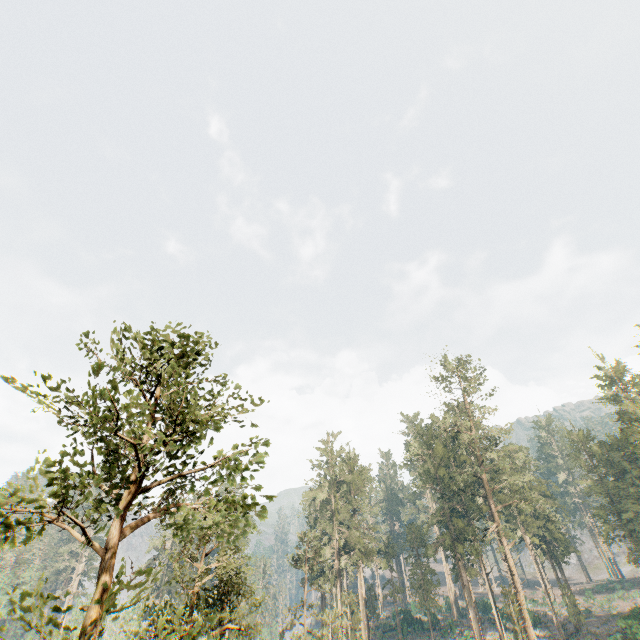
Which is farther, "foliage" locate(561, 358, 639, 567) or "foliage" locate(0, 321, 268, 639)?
"foliage" locate(561, 358, 639, 567)

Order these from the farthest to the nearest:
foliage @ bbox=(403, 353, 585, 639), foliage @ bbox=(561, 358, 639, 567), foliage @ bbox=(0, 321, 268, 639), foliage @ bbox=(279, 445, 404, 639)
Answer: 1. foliage @ bbox=(561, 358, 639, 567)
2. foliage @ bbox=(403, 353, 585, 639)
3. foliage @ bbox=(279, 445, 404, 639)
4. foliage @ bbox=(0, 321, 268, 639)

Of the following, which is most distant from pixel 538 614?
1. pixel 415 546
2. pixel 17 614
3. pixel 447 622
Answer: pixel 17 614

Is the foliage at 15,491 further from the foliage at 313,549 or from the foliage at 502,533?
the foliage at 313,549

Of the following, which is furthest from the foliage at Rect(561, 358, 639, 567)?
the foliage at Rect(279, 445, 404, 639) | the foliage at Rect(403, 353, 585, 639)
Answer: the foliage at Rect(279, 445, 404, 639)

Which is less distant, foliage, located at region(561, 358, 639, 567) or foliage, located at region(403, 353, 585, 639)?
foliage, located at region(403, 353, 585, 639)

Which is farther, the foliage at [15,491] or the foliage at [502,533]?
the foliage at [502,533]

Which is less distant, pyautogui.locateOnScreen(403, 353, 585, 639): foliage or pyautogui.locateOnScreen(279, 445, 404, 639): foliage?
pyautogui.locateOnScreen(279, 445, 404, 639): foliage
